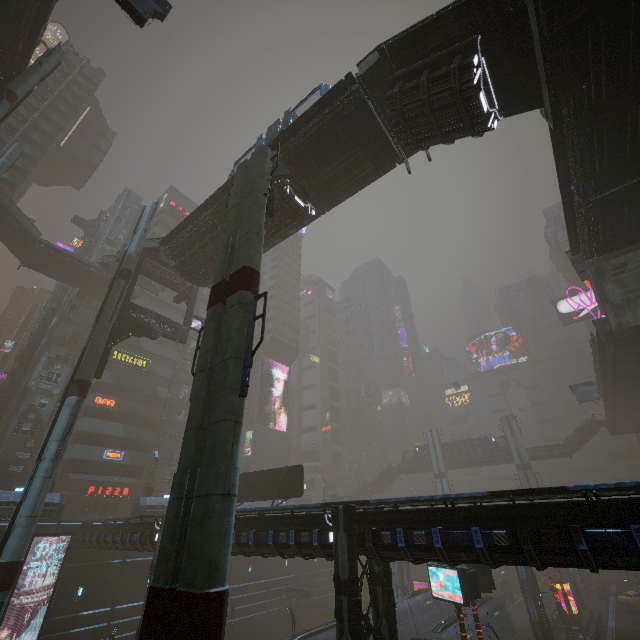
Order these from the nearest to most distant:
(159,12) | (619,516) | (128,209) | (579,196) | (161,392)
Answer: (619,516) < (159,12) < (579,196) < (161,392) < (128,209)

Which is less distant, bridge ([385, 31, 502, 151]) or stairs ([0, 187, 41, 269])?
bridge ([385, 31, 502, 151])

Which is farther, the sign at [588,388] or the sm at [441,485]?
the sm at [441,485]

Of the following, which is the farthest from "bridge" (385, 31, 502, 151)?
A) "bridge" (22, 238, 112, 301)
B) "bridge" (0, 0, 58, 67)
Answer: "bridge" (22, 238, 112, 301)

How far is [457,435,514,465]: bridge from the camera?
56.2m

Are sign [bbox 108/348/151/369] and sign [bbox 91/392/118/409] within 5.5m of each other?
yes

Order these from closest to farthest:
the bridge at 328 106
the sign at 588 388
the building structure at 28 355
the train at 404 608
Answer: the bridge at 328 106
the train at 404 608
the building structure at 28 355
the sign at 588 388

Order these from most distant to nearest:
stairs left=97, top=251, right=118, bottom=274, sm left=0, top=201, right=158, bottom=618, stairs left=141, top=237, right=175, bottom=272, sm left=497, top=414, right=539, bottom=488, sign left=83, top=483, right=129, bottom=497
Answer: sm left=497, top=414, right=539, bottom=488 < sign left=83, top=483, right=129, bottom=497 < stairs left=97, top=251, right=118, bottom=274 < stairs left=141, top=237, right=175, bottom=272 < sm left=0, top=201, right=158, bottom=618
